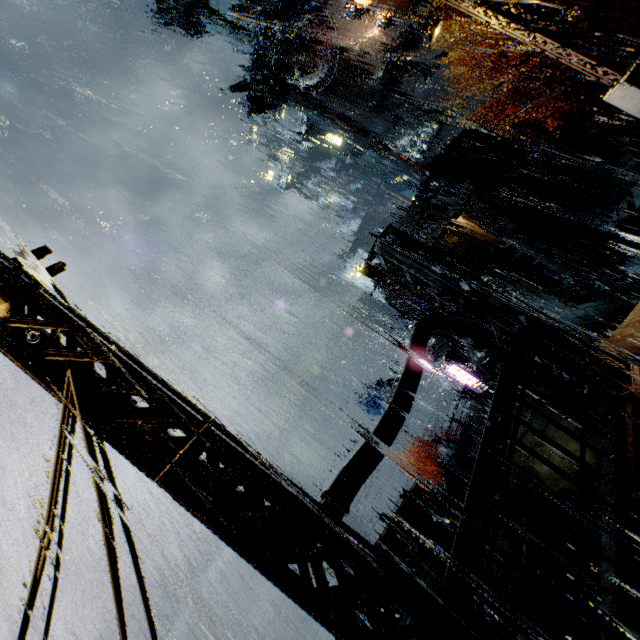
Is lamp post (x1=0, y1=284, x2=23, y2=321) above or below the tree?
above

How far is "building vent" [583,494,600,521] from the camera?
9.3 meters

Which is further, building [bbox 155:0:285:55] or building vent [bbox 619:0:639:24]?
building [bbox 155:0:285:55]

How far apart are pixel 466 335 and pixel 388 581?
4.2 meters

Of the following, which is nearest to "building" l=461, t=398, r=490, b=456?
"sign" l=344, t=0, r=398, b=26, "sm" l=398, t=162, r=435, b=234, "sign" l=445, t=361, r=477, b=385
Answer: "sm" l=398, t=162, r=435, b=234

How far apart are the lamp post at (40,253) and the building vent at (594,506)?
13.1 meters

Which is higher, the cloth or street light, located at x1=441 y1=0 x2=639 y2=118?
street light, located at x1=441 y1=0 x2=639 y2=118

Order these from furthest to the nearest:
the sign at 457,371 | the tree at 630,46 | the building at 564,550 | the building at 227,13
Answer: the building at 227,13
the sign at 457,371
the tree at 630,46
the building at 564,550
